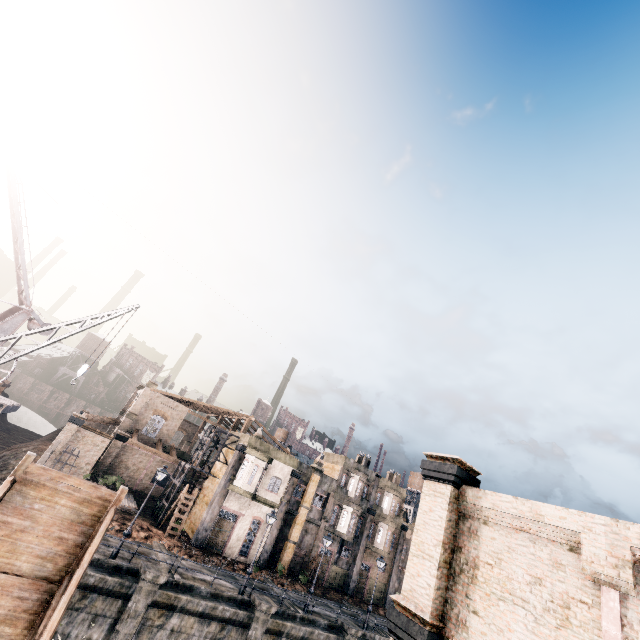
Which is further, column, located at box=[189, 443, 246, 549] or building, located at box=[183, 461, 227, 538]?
building, located at box=[183, 461, 227, 538]

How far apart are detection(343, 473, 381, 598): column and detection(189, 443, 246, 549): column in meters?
19.4 m

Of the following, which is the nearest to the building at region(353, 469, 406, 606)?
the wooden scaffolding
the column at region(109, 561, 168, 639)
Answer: the column at region(109, 561, 168, 639)

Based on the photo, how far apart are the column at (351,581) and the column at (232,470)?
19.41m

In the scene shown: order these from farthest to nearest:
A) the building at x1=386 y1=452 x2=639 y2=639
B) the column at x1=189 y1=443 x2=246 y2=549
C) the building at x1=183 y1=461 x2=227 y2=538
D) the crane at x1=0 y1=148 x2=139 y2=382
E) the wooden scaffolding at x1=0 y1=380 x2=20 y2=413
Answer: the building at x1=183 y1=461 x2=227 y2=538 → the column at x1=189 y1=443 x2=246 y2=549 → the wooden scaffolding at x1=0 y1=380 x2=20 y2=413 → the crane at x1=0 y1=148 x2=139 y2=382 → the building at x1=386 y1=452 x2=639 y2=639

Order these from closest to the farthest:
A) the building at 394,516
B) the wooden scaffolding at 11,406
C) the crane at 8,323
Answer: the crane at 8,323, the wooden scaffolding at 11,406, the building at 394,516

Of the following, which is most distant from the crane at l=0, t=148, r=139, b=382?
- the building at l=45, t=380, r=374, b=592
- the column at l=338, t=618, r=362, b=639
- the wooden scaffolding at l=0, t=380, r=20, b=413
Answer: the column at l=338, t=618, r=362, b=639

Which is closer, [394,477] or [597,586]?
[597,586]
